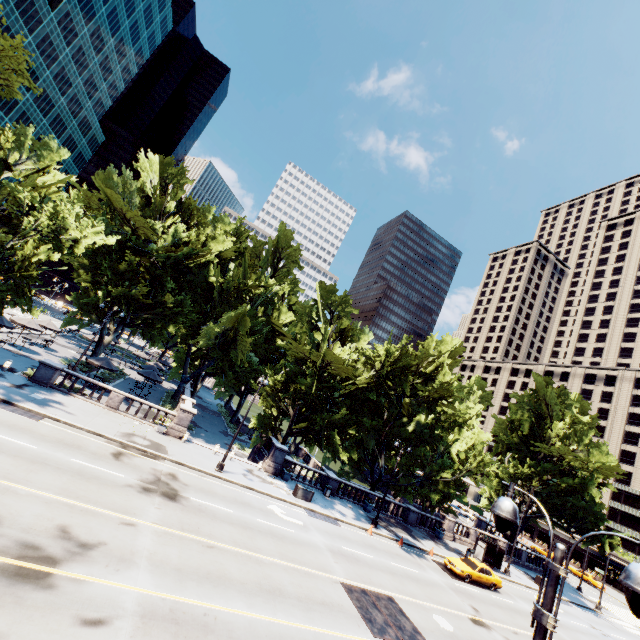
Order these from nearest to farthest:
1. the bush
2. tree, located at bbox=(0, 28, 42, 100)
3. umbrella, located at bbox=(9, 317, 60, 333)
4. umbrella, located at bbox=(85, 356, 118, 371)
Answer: tree, located at bbox=(0, 28, 42, 100)
umbrella, located at bbox=(85, 356, 118, 371)
umbrella, located at bbox=(9, 317, 60, 333)
the bush

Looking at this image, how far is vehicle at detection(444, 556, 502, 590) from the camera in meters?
25.2

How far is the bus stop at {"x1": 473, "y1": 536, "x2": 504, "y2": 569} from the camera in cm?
3164

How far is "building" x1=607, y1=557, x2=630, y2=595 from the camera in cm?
5842

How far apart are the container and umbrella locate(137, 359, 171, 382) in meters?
23.6

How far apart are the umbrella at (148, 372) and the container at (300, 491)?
23.6m

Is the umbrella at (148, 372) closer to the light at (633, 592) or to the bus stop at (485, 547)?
the bus stop at (485, 547)

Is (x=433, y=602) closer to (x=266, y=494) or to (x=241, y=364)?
(x=266, y=494)
